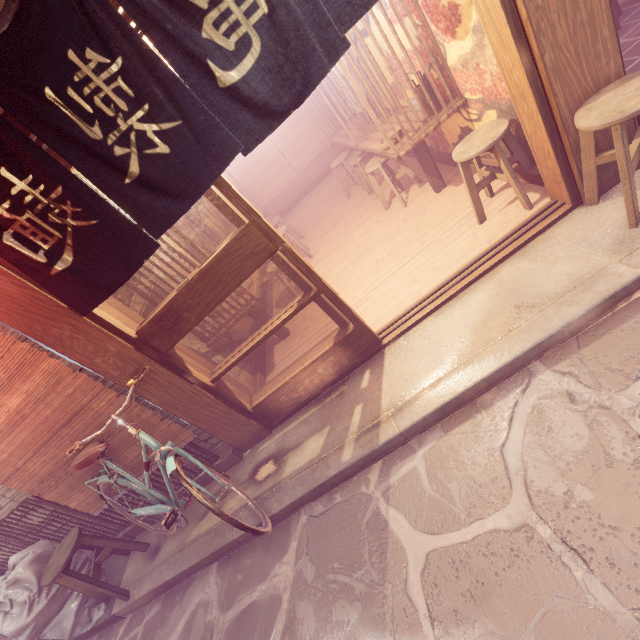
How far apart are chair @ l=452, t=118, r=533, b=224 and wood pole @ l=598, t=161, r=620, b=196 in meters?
0.7 m

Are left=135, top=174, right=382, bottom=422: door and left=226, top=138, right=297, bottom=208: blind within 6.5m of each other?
no

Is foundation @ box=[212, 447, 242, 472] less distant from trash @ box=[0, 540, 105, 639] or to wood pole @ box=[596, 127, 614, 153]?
trash @ box=[0, 540, 105, 639]

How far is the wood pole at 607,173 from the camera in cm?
435

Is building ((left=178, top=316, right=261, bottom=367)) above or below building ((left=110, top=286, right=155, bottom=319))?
below

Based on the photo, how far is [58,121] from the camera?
3.0 meters

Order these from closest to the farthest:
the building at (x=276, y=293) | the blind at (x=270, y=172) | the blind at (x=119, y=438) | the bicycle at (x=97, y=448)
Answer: the bicycle at (x=97, y=448)
the blind at (x=119, y=438)
the building at (x=276, y=293)
the blind at (x=270, y=172)

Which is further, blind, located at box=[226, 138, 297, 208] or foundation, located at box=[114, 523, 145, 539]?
blind, located at box=[226, 138, 297, 208]
